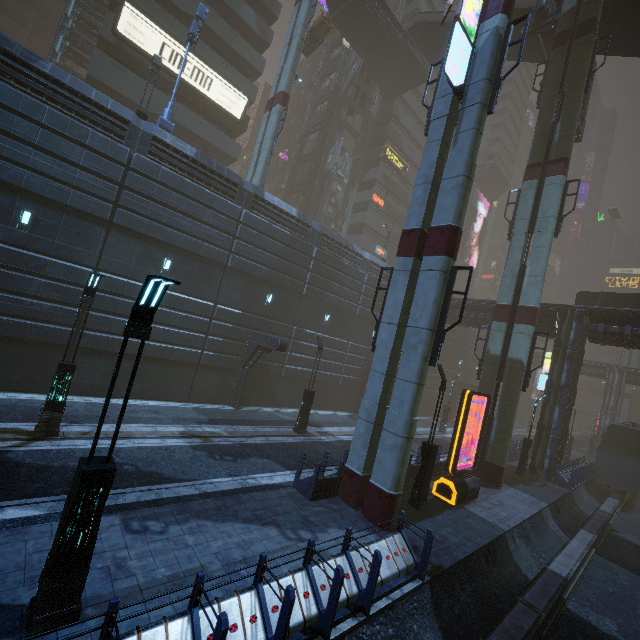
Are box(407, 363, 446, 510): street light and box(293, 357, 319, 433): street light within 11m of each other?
yes

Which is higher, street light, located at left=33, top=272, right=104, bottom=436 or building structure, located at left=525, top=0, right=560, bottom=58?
building structure, located at left=525, top=0, right=560, bottom=58

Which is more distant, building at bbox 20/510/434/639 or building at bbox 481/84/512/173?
building at bbox 481/84/512/173

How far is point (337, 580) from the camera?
6.0m

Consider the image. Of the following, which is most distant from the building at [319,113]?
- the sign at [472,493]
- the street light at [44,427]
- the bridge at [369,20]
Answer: the street light at [44,427]

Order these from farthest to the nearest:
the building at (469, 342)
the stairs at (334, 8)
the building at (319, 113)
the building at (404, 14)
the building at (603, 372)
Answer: the building at (404, 14) < the building at (319, 113) < the stairs at (334, 8) < the building at (469, 342) < the building at (603, 372)

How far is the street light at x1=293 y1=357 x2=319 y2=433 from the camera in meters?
18.0

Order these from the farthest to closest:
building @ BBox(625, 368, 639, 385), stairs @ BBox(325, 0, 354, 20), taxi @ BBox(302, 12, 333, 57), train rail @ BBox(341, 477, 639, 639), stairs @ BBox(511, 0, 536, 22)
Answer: building @ BBox(625, 368, 639, 385)
stairs @ BBox(325, 0, 354, 20)
taxi @ BBox(302, 12, 333, 57)
stairs @ BBox(511, 0, 536, 22)
train rail @ BBox(341, 477, 639, 639)
